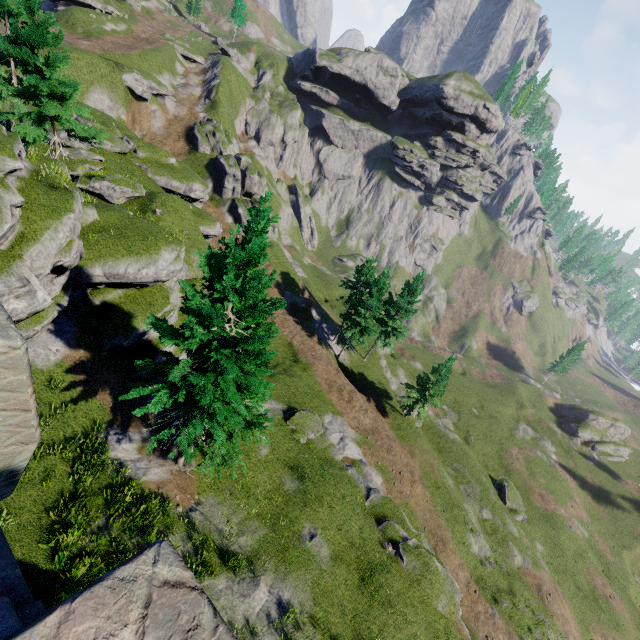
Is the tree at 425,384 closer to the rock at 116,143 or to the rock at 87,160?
the rock at 87,160

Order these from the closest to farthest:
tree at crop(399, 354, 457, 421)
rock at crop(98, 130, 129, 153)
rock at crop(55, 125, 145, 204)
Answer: rock at crop(55, 125, 145, 204) → rock at crop(98, 130, 129, 153) → tree at crop(399, 354, 457, 421)

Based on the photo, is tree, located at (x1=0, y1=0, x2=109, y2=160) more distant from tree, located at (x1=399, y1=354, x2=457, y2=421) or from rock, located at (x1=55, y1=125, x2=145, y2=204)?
tree, located at (x1=399, y1=354, x2=457, y2=421)

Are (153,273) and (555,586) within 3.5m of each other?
no

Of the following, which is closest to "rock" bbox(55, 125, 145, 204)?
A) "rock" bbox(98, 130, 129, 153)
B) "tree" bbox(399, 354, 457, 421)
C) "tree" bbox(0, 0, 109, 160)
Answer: "rock" bbox(98, 130, 129, 153)

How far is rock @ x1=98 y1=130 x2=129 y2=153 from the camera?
29.5 meters

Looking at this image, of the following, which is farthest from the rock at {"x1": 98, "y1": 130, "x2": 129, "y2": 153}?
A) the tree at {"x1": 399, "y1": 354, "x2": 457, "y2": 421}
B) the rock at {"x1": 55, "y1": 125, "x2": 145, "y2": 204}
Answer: the tree at {"x1": 399, "y1": 354, "x2": 457, "y2": 421}

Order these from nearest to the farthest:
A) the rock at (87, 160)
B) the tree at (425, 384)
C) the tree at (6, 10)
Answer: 1. the tree at (6, 10)
2. the rock at (87, 160)
3. the tree at (425, 384)
